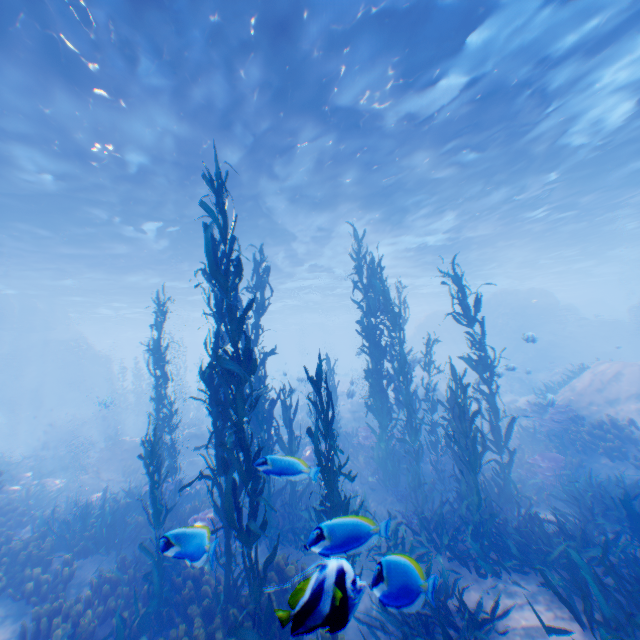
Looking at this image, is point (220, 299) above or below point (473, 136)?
below

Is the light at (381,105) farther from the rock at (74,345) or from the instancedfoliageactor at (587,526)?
the instancedfoliageactor at (587,526)

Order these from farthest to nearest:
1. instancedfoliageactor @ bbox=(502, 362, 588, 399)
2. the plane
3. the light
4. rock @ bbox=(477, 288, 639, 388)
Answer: rock @ bbox=(477, 288, 639, 388) < instancedfoliageactor @ bbox=(502, 362, 588, 399) < the plane < the light

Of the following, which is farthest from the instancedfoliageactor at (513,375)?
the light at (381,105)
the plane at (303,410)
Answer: the light at (381,105)

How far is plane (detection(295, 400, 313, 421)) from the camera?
15.2 meters

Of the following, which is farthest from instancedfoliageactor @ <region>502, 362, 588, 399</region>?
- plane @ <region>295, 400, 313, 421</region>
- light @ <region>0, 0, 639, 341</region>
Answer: light @ <region>0, 0, 639, 341</region>

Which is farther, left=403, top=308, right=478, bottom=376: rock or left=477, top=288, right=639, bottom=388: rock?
left=403, top=308, right=478, bottom=376: rock
